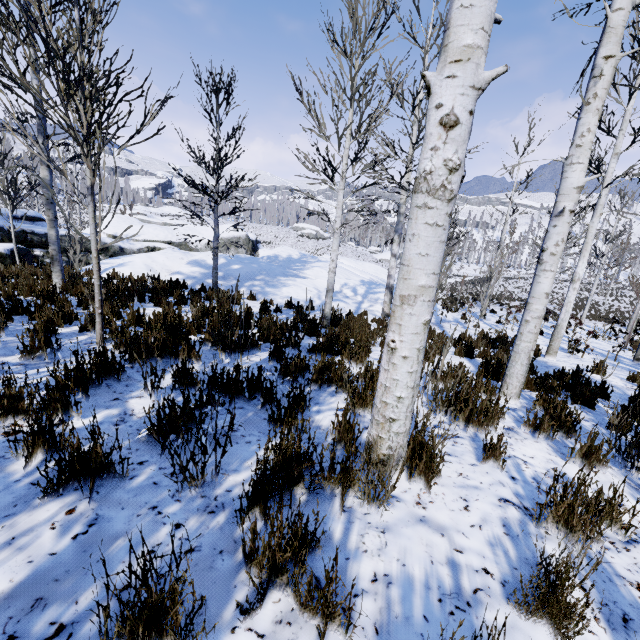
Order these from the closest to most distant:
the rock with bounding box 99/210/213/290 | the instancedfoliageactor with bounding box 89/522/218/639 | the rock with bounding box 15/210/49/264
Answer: the instancedfoliageactor with bounding box 89/522/218/639 → the rock with bounding box 99/210/213/290 → the rock with bounding box 15/210/49/264

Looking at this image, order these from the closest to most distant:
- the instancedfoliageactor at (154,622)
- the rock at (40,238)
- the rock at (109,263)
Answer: the instancedfoliageactor at (154,622) → the rock at (109,263) → the rock at (40,238)

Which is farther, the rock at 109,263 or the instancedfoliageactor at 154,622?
the rock at 109,263

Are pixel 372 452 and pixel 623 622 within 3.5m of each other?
yes

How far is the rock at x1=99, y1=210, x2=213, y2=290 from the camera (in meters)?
11.28

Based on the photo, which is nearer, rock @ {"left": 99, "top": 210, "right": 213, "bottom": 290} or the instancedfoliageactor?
the instancedfoliageactor

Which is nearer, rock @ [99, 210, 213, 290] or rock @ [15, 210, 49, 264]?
rock @ [99, 210, 213, 290]
